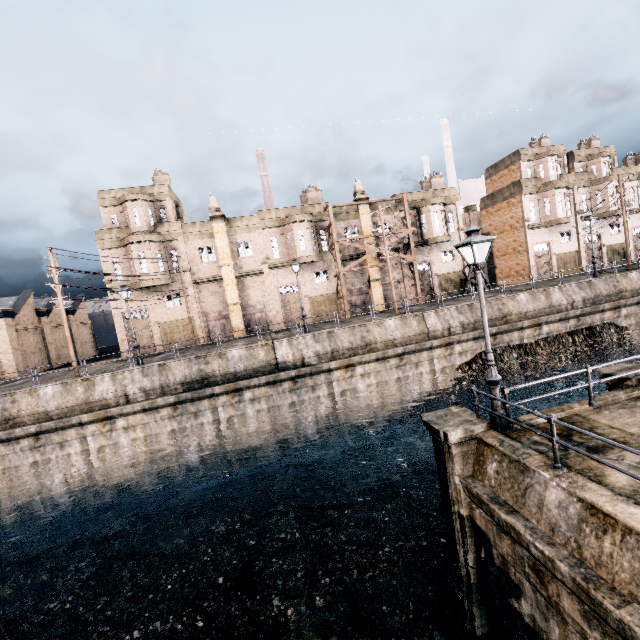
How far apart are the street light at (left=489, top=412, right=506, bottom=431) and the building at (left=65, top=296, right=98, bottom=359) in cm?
4886

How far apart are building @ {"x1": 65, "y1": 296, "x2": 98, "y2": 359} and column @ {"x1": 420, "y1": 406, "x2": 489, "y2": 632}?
47.6 meters

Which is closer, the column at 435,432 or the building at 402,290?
the column at 435,432

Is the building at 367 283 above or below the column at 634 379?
above

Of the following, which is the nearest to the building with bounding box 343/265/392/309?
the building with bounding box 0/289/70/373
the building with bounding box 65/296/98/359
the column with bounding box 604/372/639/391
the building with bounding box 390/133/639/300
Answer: the building with bounding box 390/133/639/300

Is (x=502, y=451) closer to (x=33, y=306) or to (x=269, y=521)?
(x=269, y=521)

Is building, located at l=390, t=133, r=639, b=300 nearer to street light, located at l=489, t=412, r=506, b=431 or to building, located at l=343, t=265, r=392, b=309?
building, located at l=343, t=265, r=392, b=309

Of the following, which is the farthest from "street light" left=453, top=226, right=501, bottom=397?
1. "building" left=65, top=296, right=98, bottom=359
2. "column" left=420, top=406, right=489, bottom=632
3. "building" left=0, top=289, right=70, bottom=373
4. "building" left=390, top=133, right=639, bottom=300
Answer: "building" left=65, top=296, right=98, bottom=359
